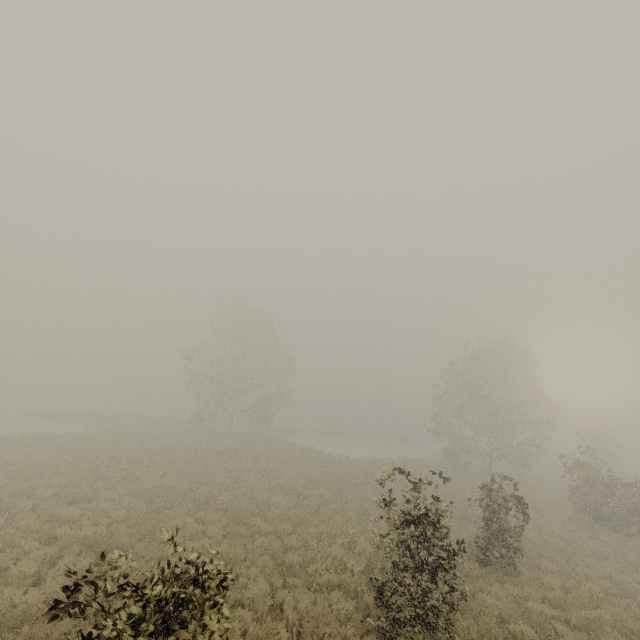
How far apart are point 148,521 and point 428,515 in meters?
10.4 m

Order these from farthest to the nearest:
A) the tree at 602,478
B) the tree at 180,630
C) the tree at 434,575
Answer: the tree at 602,478
the tree at 434,575
the tree at 180,630

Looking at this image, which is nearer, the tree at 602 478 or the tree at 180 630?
the tree at 180 630

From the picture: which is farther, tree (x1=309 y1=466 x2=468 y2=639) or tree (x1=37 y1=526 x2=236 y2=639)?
tree (x1=309 y1=466 x2=468 y2=639)

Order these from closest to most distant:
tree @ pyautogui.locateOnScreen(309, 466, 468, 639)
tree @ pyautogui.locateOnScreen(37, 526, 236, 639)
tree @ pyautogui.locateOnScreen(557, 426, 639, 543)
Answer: tree @ pyautogui.locateOnScreen(37, 526, 236, 639)
tree @ pyautogui.locateOnScreen(309, 466, 468, 639)
tree @ pyautogui.locateOnScreen(557, 426, 639, 543)
